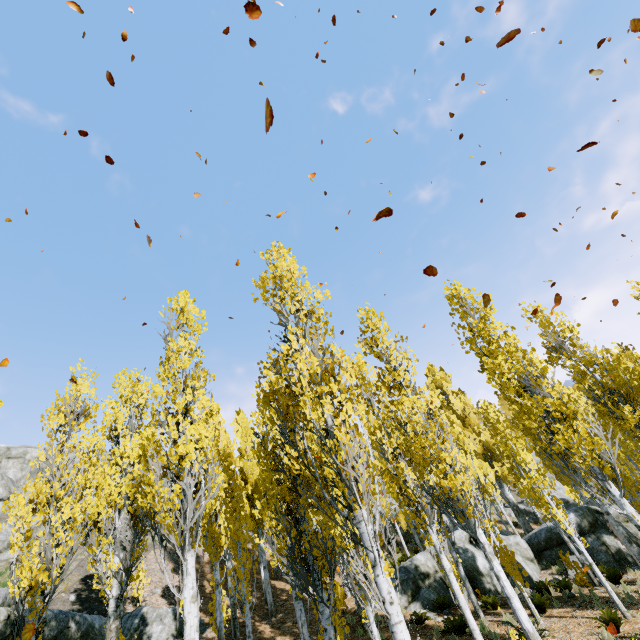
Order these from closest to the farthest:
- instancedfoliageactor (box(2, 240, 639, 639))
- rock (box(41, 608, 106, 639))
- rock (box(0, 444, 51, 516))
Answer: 1. instancedfoliageactor (box(2, 240, 639, 639))
2. rock (box(41, 608, 106, 639))
3. rock (box(0, 444, 51, 516))

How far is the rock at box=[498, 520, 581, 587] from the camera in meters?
15.7 m

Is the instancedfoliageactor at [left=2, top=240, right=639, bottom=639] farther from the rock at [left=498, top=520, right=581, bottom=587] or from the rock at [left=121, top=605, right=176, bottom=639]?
the rock at [left=121, top=605, right=176, bottom=639]

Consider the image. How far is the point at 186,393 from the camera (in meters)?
10.09

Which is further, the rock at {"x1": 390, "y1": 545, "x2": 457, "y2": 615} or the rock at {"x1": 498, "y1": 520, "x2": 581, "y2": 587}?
the rock at {"x1": 498, "y1": 520, "x2": 581, "y2": 587}

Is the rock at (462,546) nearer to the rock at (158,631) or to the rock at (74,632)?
the rock at (158,631)

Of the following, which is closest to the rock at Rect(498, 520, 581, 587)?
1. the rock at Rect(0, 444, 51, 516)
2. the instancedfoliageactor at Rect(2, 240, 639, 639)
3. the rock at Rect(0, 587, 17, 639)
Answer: the instancedfoliageactor at Rect(2, 240, 639, 639)

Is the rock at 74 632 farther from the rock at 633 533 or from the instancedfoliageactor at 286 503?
the rock at 633 533
